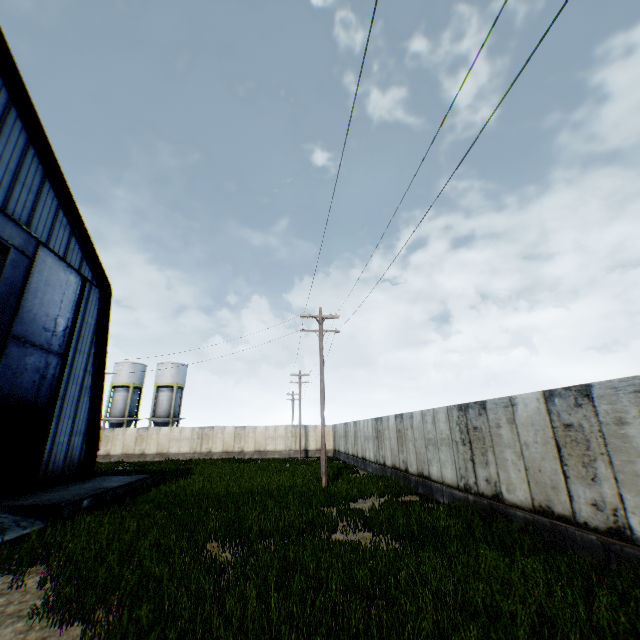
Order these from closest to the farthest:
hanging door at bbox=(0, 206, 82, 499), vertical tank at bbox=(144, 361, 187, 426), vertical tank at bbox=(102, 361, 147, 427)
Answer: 1. hanging door at bbox=(0, 206, 82, 499)
2. vertical tank at bbox=(102, 361, 147, 427)
3. vertical tank at bbox=(144, 361, 187, 426)

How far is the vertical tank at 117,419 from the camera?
42.8m

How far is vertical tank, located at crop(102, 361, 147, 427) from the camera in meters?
42.8

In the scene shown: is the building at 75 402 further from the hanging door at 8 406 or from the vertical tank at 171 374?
the vertical tank at 171 374

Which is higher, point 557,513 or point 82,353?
point 82,353

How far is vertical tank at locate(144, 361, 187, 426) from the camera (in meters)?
43.53

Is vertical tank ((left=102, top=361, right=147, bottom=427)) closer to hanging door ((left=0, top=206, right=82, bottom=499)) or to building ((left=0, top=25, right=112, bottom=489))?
building ((left=0, top=25, right=112, bottom=489))

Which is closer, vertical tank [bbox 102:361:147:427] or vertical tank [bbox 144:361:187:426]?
vertical tank [bbox 102:361:147:427]
